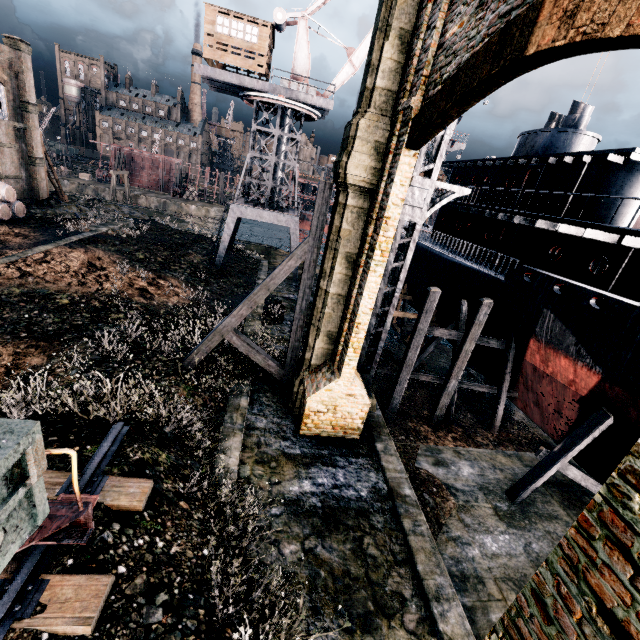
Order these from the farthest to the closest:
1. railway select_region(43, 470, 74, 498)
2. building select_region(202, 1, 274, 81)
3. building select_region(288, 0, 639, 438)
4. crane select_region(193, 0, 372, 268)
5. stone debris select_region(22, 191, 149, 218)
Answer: stone debris select_region(22, 191, 149, 218)
crane select_region(193, 0, 372, 268)
building select_region(202, 1, 274, 81)
railway select_region(43, 470, 74, 498)
building select_region(288, 0, 639, 438)

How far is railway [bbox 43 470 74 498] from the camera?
6.3 meters

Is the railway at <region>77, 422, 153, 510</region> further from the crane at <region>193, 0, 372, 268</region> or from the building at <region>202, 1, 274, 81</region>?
the building at <region>202, 1, 274, 81</region>

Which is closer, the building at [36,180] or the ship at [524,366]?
the ship at [524,366]

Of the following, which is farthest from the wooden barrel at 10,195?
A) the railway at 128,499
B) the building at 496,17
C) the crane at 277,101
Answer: the railway at 128,499

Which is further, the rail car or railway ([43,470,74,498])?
railway ([43,470,74,498])

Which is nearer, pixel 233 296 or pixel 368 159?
pixel 368 159

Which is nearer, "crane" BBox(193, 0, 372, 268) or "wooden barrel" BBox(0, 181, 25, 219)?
"crane" BBox(193, 0, 372, 268)
